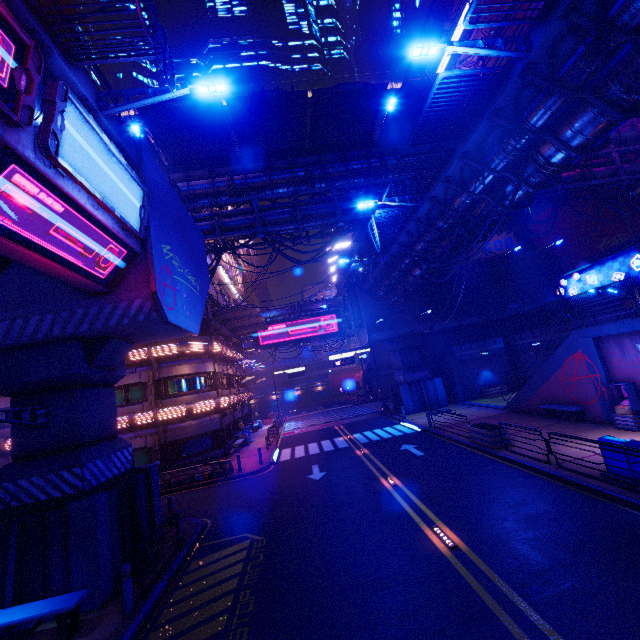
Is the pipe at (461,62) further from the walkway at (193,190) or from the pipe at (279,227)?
the pipe at (279,227)

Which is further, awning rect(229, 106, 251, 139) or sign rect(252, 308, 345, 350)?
sign rect(252, 308, 345, 350)

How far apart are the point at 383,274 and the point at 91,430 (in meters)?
20.59

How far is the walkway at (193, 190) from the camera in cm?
1989

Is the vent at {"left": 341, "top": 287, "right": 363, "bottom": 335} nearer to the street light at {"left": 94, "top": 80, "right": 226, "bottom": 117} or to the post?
the street light at {"left": 94, "top": 80, "right": 226, "bottom": 117}

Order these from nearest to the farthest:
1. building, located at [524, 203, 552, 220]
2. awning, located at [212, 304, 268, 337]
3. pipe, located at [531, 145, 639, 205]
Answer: pipe, located at [531, 145, 639, 205] < awning, located at [212, 304, 268, 337] < building, located at [524, 203, 552, 220]

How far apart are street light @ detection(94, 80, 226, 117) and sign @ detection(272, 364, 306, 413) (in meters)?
41.83

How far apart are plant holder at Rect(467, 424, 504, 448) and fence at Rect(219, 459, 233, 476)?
14.0m
